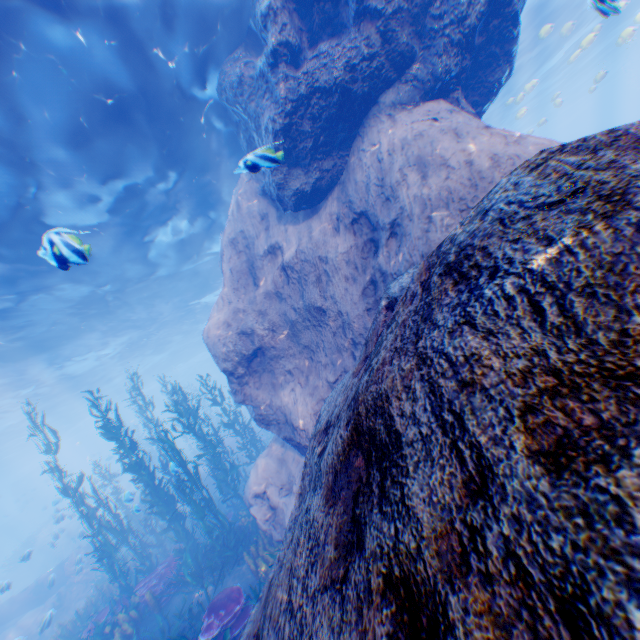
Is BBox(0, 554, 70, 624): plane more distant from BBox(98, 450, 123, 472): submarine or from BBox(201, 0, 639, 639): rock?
BBox(98, 450, 123, 472): submarine

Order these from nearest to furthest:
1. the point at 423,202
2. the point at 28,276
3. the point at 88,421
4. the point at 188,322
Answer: the point at 423,202 < the point at 28,276 < the point at 188,322 < the point at 88,421

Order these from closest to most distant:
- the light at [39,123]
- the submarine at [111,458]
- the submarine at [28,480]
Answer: the light at [39,123]
the submarine at [111,458]
the submarine at [28,480]

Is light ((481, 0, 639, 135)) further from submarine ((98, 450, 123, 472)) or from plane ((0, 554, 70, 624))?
plane ((0, 554, 70, 624))

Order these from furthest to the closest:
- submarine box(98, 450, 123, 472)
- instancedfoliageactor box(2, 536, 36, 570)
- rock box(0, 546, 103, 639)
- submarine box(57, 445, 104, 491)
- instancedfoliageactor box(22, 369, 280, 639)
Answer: submarine box(57, 445, 104, 491)
submarine box(98, 450, 123, 472)
rock box(0, 546, 103, 639)
instancedfoliageactor box(2, 536, 36, 570)
instancedfoliageactor box(22, 369, 280, 639)

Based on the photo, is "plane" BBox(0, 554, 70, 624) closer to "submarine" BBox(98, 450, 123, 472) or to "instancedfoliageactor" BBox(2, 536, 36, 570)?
"instancedfoliageactor" BBox(2, 536, 36, 570)

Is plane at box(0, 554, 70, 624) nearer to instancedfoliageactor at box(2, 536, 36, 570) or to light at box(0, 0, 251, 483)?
instancedfoliageactor at box(2, 536, 36, 570)

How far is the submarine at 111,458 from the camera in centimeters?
3406cm
